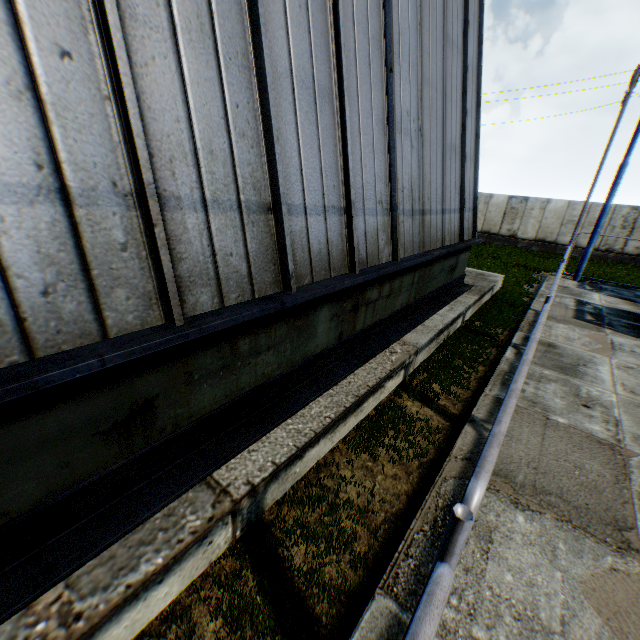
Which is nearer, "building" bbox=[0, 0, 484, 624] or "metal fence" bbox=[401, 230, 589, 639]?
"metal fence" bbox=[401, 230, 589, 639]

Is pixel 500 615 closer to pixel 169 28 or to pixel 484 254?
pixel 169 28

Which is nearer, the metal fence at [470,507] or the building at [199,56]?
the metal fence at [470,507]
